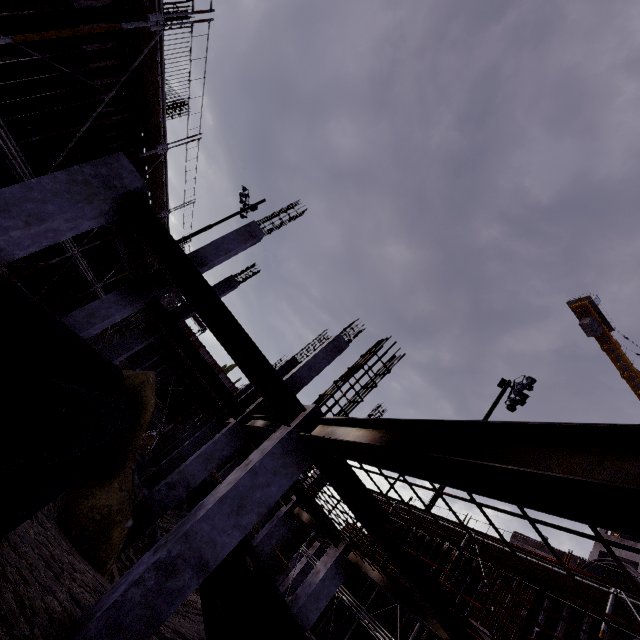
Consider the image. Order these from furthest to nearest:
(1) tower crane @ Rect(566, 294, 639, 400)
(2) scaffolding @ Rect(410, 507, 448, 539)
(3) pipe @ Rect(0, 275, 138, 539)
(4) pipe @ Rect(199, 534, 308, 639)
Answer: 1. (1) tower crane @ Rect(566, 294, 639, 400)
2. (2) scaffolding @ Rect(410, 507, 448, 539)
3. (4) pipe @ Rect(199, 534, 308, 639)
4. (3) pipe @ Rect(0, 275, 138, 539)

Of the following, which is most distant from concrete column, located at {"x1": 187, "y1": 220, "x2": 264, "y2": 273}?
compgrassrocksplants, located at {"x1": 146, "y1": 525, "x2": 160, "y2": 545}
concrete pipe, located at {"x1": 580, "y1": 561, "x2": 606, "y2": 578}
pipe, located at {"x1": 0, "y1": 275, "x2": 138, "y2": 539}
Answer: concrete pipe, located at {"x1": 580, "y1": 561, "x2": 606, "y2": 578}

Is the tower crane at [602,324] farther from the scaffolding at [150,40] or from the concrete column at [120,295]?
the concrete column at [120,295]

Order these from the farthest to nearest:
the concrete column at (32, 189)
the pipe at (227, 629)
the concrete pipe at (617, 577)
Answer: the concrete pipe at (617, 577) < the pipe at (227, 629) < the concrete column at (32, 189)

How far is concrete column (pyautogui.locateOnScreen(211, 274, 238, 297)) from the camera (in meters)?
15.18

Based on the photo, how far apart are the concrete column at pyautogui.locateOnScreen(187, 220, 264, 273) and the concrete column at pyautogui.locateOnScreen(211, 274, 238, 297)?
4.34m

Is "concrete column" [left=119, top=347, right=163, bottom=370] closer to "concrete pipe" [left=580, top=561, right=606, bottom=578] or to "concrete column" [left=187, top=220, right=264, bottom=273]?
"concrete column" [left=187, top=220, right=264, bottom=273]

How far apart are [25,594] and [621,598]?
11.1 meters
